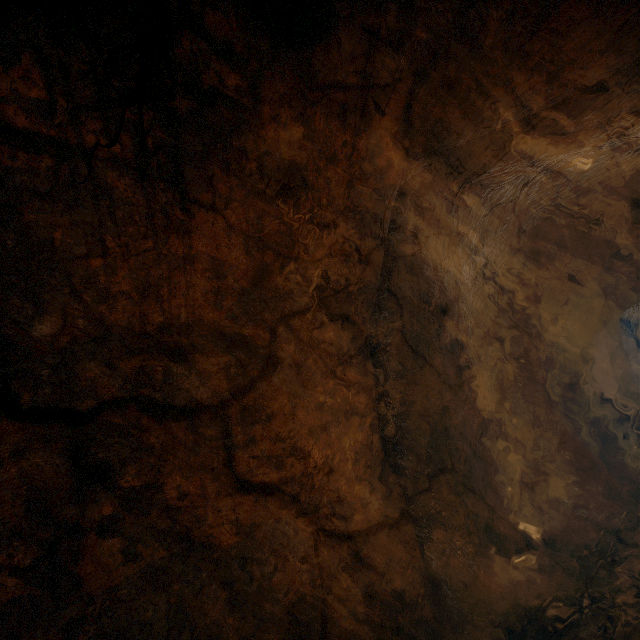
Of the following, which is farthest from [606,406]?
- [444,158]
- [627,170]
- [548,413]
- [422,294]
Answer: [444,158]
